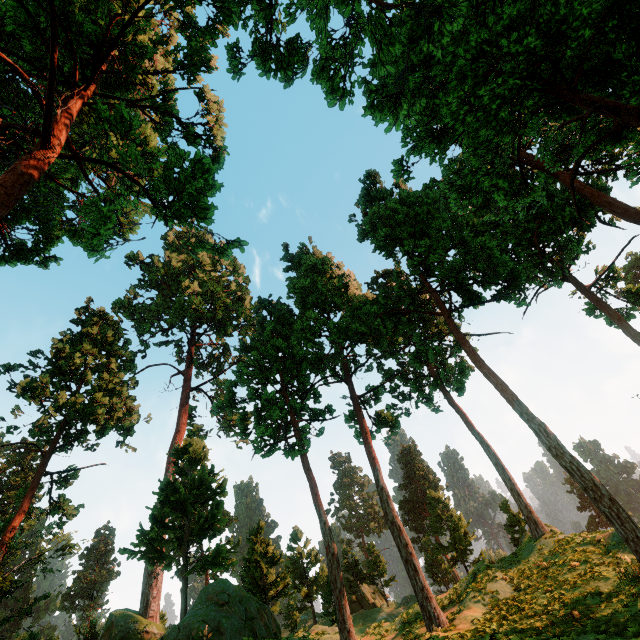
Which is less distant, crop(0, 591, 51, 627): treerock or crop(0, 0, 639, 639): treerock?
crop(0, 0, 639, 639): treerock

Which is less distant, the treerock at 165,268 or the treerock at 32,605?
the treerock at 165,268

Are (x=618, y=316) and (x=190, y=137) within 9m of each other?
no
